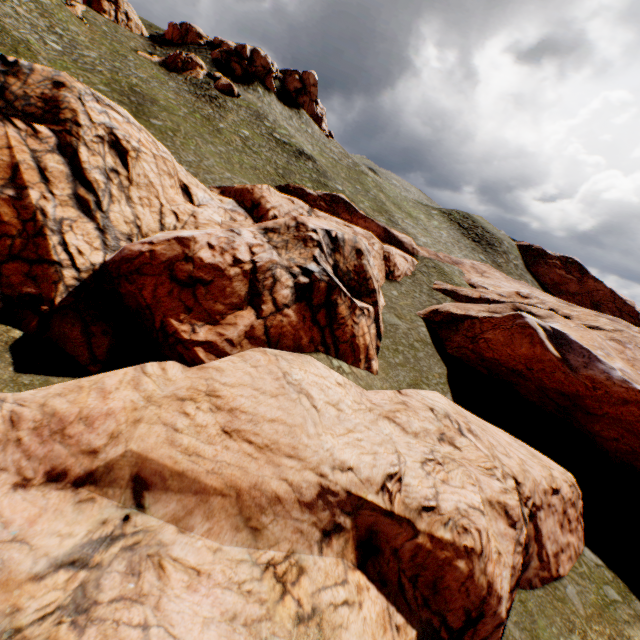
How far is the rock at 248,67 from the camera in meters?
53.1 m

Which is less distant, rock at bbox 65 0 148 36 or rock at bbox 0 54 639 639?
rock at bbox 0 54 639 639

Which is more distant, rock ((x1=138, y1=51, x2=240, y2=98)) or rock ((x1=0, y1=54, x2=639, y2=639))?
rock ((x1=138, y1=51, x2=240, y2=98))

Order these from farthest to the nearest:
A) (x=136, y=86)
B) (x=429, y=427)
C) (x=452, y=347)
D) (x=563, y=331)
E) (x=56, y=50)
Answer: (x=136, y=86) < (x=56, y=50) < (x=452, y=347) < (x=563, y=331) < (x=429, y=427)

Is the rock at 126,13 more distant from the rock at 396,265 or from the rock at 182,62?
the rock at 396,265

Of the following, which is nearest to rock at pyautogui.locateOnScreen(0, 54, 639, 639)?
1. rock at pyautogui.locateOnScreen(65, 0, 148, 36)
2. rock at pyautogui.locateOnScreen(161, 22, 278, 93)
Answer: rock at pyautogui.locateOnScreen(161, 22, 278, 93)

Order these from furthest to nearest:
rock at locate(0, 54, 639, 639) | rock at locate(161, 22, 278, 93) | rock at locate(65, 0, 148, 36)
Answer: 1. rock at locate(161, 22, 278, 93)
2. rock at locate(65, 0, 148, 36)
3. rock at locate(0, 54, 639, 639)

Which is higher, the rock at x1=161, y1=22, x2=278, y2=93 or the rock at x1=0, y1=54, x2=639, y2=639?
the rock at x1=161, y1=22, x2=278, y2=93
